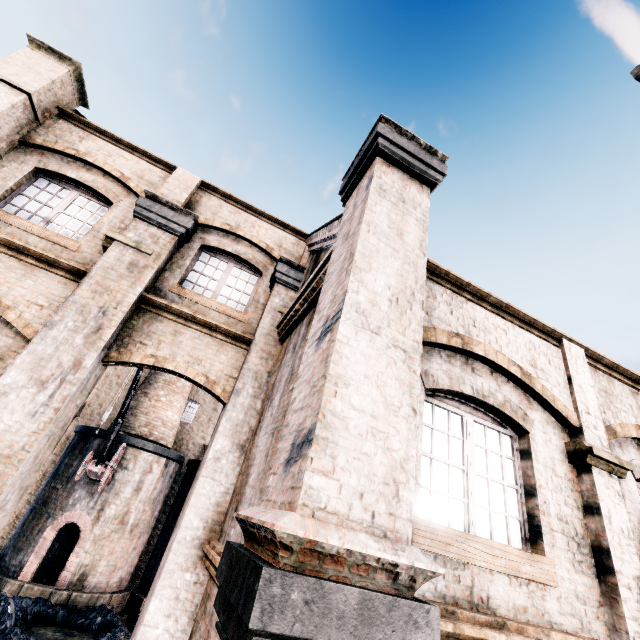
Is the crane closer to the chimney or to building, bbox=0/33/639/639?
the chimney

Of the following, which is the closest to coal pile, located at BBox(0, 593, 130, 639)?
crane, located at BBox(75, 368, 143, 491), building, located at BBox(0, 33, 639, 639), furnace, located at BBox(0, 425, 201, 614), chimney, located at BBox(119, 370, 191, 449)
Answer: furnace, located at BBox(0, 425, 201, 614)

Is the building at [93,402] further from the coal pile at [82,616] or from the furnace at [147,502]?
the coal pile at [82,616]

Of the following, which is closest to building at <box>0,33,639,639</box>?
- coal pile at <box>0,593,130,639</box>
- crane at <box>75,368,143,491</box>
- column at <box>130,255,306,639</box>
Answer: column at <box>130,255,306,639</box>

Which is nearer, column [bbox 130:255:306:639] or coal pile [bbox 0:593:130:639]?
column [bbox 130:255:306:639]

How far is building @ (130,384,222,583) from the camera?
20.36m

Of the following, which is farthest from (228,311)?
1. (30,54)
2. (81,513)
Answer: (81,513)

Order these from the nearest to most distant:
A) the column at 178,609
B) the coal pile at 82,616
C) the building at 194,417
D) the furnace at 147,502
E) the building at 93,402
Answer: the column at 178,609
the coal pile at 82,616
the furnace at 147,502
the building at 93,402
the building at 194,417
